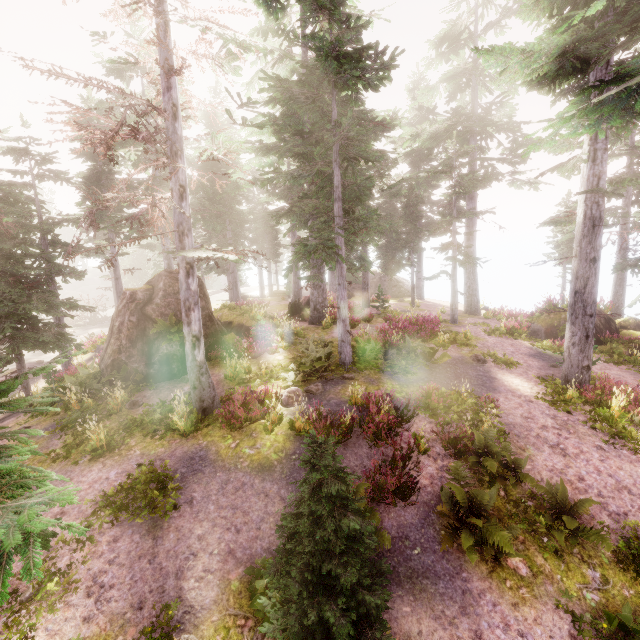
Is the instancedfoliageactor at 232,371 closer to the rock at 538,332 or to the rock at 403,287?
the rock at 403,287

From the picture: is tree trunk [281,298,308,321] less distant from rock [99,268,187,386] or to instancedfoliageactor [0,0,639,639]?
instancedfoliageactor [0,0,639,639]

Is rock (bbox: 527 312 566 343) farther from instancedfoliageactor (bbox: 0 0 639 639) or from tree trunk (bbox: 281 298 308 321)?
tree trunk (bbox: 281 298 308 321)

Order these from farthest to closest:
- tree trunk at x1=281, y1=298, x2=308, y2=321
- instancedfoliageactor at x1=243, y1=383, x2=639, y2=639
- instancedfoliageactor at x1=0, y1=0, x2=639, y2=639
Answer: tree trunk at x1=281, y1=298, x2=308, y2=321
instancedfoliageactor at x1=0, y1=0, x2=639, y2=639
instancedfoliageactor at x1=243, y1=383, x2=639, y2=639

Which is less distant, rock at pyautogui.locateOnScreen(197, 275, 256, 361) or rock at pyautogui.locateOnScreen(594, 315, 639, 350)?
rock at pyautogui.locateOnScreen(197, 275, 256, 361)

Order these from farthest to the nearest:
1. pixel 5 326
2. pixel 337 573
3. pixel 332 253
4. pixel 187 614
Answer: pixel 332 253 → pixel 5 326 → pixel 187 614 → pixel 337 573

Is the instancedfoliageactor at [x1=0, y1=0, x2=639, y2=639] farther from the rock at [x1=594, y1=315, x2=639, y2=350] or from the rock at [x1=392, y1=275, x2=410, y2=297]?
the rock at [x1=594, y1=315, x2=639, y2=350]
